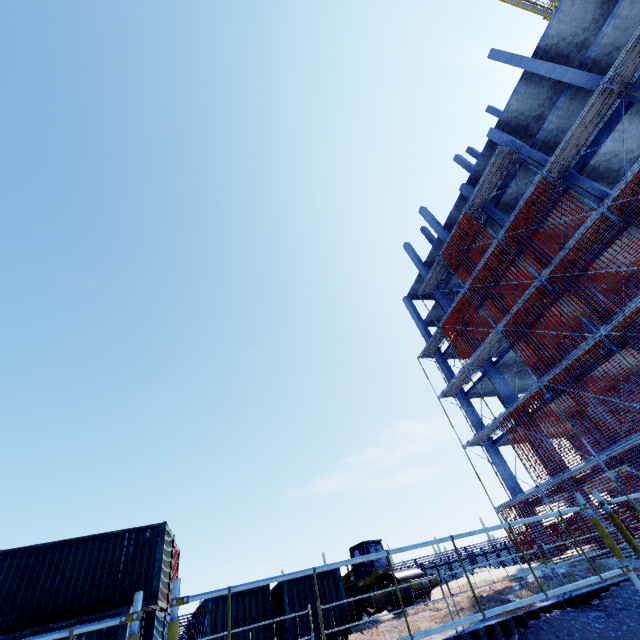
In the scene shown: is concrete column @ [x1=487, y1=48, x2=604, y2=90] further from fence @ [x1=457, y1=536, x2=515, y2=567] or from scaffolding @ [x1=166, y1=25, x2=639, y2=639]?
fence @ [x1=457, y1=536, x2=515, y2=567]

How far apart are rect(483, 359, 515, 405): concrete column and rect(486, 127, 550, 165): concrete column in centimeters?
1247cm

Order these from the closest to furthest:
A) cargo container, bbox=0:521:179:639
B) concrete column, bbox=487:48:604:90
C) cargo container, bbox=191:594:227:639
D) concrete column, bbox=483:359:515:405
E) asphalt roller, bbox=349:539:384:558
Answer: cargo container, bbox=0:521:179:639 → cargo container, bbox=191:594:227:639 → concrete column, bbox=487:48:604:90 → asphalt roller, bbox=349:539:384:558 → concrete column, bbox=483:359:515:405

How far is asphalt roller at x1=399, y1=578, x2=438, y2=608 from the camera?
14.6 meters

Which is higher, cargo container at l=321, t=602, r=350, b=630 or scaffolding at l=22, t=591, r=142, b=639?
scaffolding at l=22, t=591, r=142, b=639

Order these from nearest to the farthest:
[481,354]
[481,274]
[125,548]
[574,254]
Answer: [125,548] → [574,254] → [481,274] → [481,354]

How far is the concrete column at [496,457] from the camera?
22.0m

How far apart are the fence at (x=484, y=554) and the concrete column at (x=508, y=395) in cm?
1012
